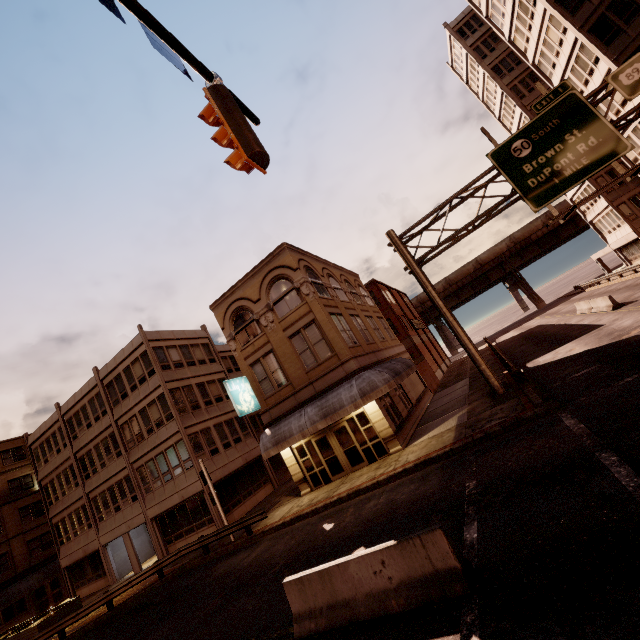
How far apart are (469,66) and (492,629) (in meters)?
57.73

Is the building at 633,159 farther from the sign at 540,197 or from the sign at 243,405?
the sign at 243,405

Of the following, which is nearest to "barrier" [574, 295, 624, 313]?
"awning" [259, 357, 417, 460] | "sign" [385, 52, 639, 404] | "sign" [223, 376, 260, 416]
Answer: "sign" [385, 52, 639, 404]

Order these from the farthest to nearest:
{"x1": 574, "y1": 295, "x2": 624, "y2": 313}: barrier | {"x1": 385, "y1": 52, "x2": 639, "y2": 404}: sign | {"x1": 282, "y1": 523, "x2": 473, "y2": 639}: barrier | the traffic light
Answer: {"x1": 574, "y1": 295, "x2": 624, "y2": 313}: barrier
{"x1": 385, "y1": 52, "x2": 639, "y2": 404}: sign
{"x1": 282, "y1": 523, "x2": 473, "y2": 639}: barrier
the traffic light

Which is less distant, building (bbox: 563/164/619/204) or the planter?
the planter

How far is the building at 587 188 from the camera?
34.9m

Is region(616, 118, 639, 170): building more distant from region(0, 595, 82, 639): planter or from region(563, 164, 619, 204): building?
region(0, 595, 82, 639): planter

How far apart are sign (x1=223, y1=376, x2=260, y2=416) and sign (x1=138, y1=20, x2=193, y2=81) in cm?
1614
